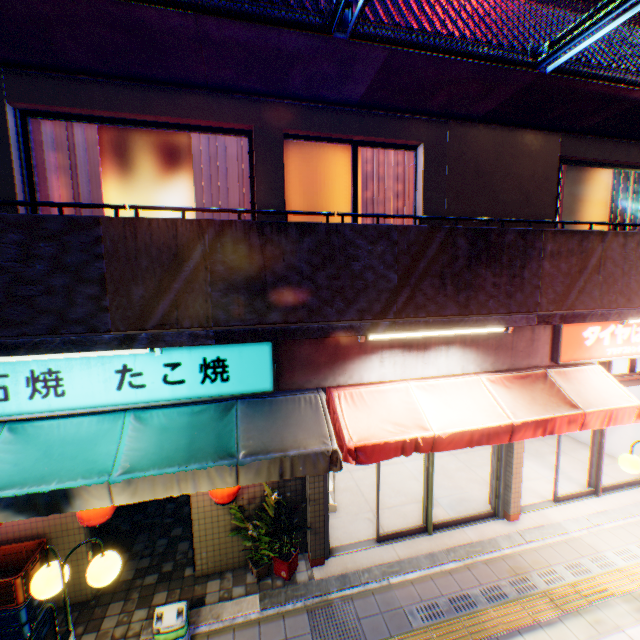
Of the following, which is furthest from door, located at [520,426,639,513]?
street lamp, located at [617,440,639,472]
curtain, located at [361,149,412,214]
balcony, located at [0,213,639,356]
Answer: curtain, located at [361,149,412,214]

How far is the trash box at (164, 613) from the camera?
3.9m

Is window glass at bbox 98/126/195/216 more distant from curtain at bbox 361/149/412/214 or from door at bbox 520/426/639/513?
door at bbox 520/426/639/513

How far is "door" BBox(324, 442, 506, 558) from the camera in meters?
5.7

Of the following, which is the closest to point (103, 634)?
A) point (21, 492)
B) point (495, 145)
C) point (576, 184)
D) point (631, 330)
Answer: point (21, 492)

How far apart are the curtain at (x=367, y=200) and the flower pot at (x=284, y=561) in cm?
511

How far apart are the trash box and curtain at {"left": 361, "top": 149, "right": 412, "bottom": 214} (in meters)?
5.50

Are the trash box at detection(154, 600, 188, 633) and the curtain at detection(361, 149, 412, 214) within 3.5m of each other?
no
